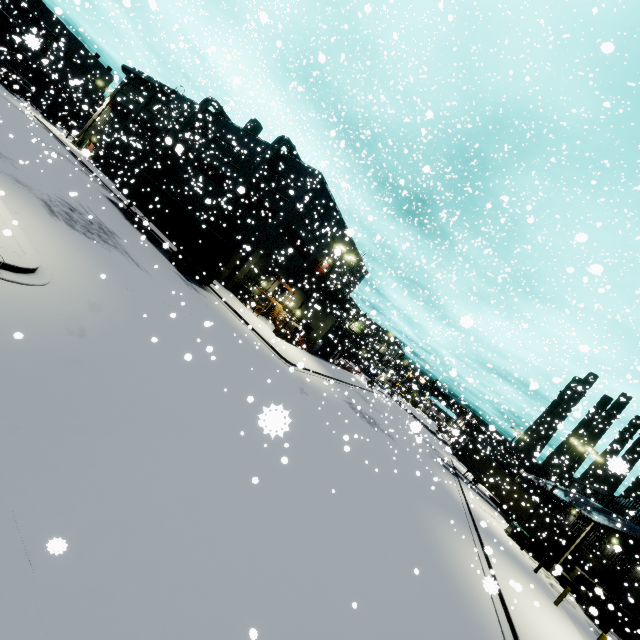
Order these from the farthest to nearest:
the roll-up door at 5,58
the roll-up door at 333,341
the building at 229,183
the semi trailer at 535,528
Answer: the roll-up door at 5,58
the roll-up door at 333,341
the building at 229,183
the semi trailer at 535,528

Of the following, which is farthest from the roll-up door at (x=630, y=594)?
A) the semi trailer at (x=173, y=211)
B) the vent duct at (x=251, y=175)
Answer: the vent duct at (x=251, y=175)

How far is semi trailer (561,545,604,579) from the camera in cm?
3053

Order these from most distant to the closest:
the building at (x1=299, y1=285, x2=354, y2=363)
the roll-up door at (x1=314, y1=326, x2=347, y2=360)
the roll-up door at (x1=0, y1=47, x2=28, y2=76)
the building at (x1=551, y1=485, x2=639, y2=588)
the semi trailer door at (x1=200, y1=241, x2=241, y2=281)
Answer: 1. the roll-up door at (x1=0, y1=47, x2=28, y2=76)
2. the roll-up door at (x1=314, y1=326, x2=347, y2=360)
3. the building at (x1=299, y1=285, x2=354, y2=363)
4. the building at (x1=551, y1=485, x2=639, y2=588)
5. the semi trailer door at (x1=200, y1=241, x2=241, y2=281)

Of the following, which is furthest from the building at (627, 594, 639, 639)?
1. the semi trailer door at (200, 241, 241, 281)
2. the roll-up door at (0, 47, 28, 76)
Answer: the semi trailer door at (200, 241, 241, 281)

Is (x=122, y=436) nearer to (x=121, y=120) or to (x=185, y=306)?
(x=185, y=306)

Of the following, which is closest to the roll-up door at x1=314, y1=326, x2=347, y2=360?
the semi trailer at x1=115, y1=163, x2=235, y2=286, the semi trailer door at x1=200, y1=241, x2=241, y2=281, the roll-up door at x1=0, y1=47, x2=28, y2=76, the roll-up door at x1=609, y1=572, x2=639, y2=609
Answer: the semi trailer at x1=115, y1=163, x2=235, y2=286
